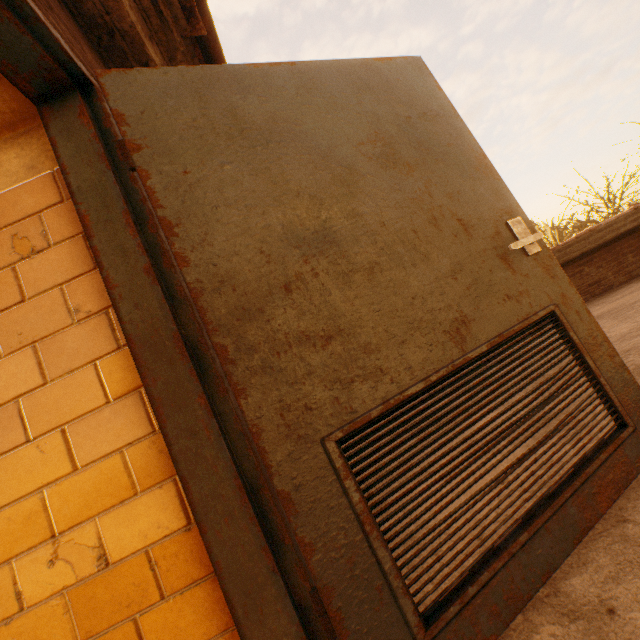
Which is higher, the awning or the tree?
the awning

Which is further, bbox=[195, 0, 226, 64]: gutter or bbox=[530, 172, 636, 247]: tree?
bbox=[530, 172, 636, 247]: tree

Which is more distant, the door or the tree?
the tree

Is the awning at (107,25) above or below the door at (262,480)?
above

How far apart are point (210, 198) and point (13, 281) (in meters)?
0.74

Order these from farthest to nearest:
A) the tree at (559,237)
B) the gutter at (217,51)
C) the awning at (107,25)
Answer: the tree at (559,237) → the gutter at (217,51) → the awning at (107,25)

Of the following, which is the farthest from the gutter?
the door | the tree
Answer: the tree

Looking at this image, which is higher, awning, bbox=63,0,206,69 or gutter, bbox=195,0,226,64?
gutter, bbox=195,0,226,64
